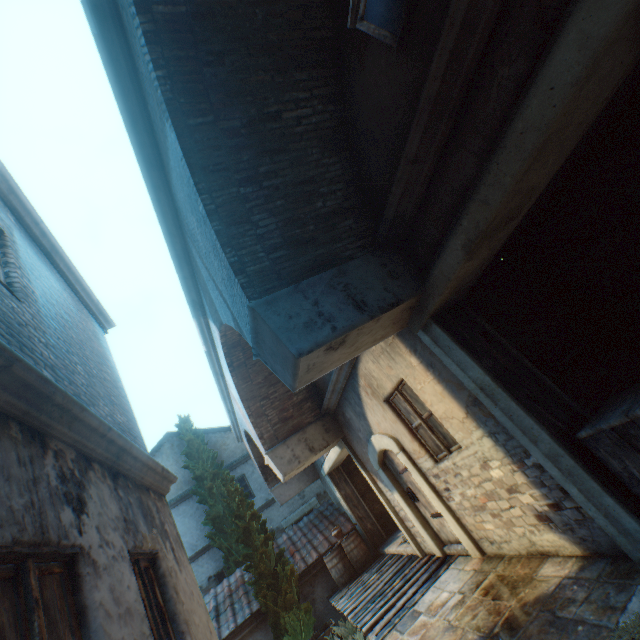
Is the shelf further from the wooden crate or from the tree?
the tree

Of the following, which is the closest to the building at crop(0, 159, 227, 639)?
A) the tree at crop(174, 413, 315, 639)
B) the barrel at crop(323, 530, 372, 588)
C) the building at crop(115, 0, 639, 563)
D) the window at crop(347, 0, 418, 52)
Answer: the tree at crop(174, 413, 315, 639)

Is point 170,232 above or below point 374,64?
above

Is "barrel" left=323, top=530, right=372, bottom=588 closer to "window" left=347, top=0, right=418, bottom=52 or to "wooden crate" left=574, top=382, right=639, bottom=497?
"wooden crate" left=574, top=382, right=639, bottom=497

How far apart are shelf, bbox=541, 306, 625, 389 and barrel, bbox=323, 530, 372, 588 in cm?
923

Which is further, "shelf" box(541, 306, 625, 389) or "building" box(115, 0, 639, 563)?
"shelf" box(541, 306, 625, 389)

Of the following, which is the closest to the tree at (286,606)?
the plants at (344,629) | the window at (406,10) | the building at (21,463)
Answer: the building at (21,463)

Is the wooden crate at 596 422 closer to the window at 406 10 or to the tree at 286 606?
the window at 406 10
